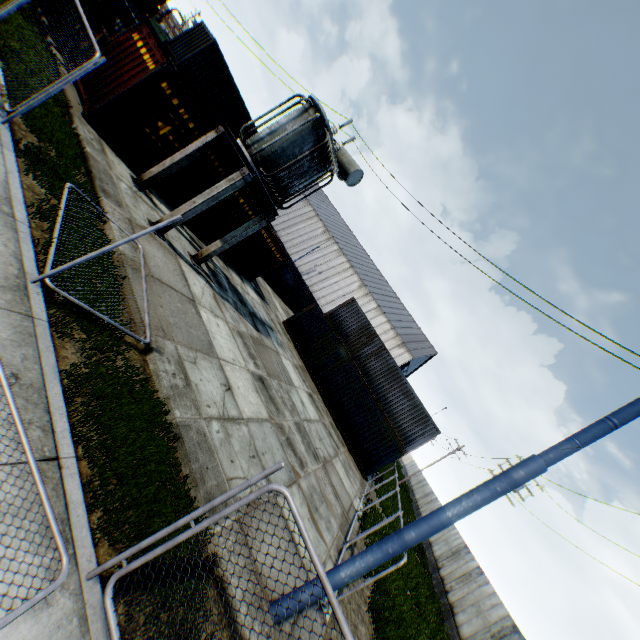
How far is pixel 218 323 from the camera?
10.8 meters

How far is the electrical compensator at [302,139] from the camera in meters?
10.2 m

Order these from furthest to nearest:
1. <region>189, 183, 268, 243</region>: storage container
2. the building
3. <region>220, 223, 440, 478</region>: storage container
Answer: the building
<region>220, 223, 440, 478</region>: storage container
<region>189, 183, 268, 243</region>: storage container

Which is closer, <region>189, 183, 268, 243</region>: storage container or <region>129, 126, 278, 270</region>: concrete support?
<region>129, 126, 278, 270</region>: concrete support

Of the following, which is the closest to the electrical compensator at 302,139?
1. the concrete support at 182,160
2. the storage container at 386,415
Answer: the concrete support at 182,160

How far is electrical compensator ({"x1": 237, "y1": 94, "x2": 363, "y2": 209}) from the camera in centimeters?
1025cm

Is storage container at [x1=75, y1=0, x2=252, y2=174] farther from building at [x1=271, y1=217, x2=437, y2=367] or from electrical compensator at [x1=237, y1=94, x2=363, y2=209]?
building at [x1=271, y1=217, x2=437, y2=367]
